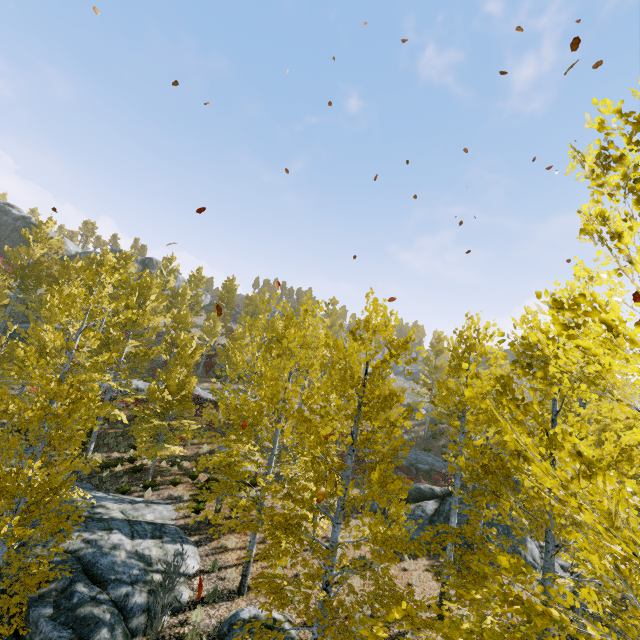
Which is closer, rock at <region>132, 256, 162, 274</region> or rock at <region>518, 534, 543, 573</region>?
rock at <region>518, 534, 543, 573</region>

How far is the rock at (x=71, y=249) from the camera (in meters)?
45.75

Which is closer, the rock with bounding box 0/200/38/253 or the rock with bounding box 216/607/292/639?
the rock with bounding box 216/607/292/639

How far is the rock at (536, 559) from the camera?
14.4m

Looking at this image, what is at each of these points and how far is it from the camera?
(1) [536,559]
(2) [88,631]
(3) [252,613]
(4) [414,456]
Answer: (1) rock, 14.7 meters
(2) rock, 7.2 meters
(3) rock, 8.4 meters
(4) rock, 28.8 meters

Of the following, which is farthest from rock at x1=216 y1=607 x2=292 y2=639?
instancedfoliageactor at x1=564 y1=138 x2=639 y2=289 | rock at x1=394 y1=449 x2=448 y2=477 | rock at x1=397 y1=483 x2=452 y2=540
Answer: rock at x1=394 y1=449 x2=448 y2=477

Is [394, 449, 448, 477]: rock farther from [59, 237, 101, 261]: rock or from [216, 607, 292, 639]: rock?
[59, 237, 101, 261]: rock

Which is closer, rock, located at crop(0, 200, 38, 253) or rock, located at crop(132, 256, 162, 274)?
rock, located at crop(0, 200, 38, 253)
